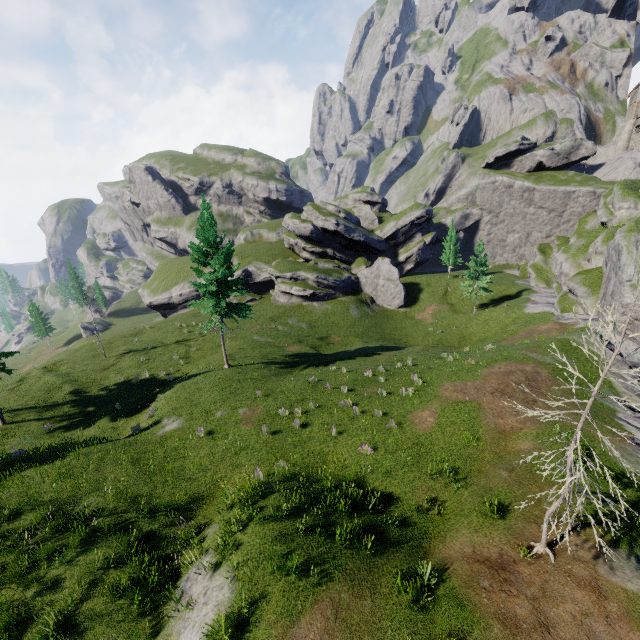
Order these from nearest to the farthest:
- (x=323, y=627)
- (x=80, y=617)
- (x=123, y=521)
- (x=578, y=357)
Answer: (x=323, y=627) → (x=80, y=617) → (x=123, y=521) → (x=578, y=357)
